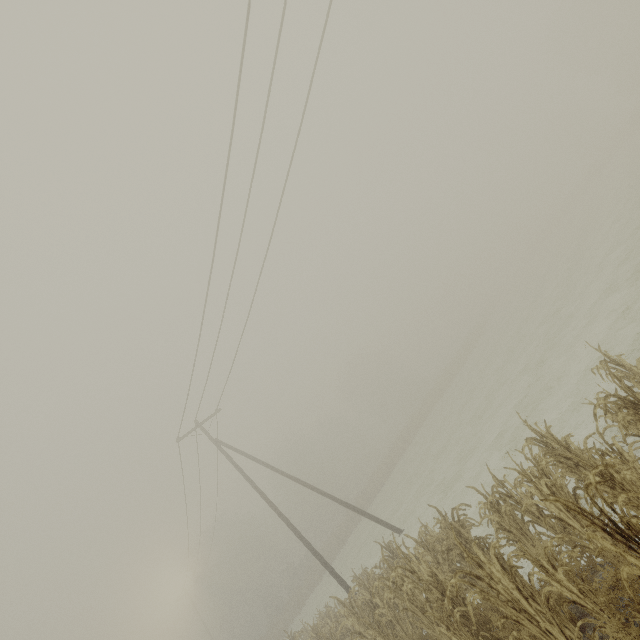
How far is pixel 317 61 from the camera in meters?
9.1 m

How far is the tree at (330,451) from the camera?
54.03m

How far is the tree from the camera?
54.03m
